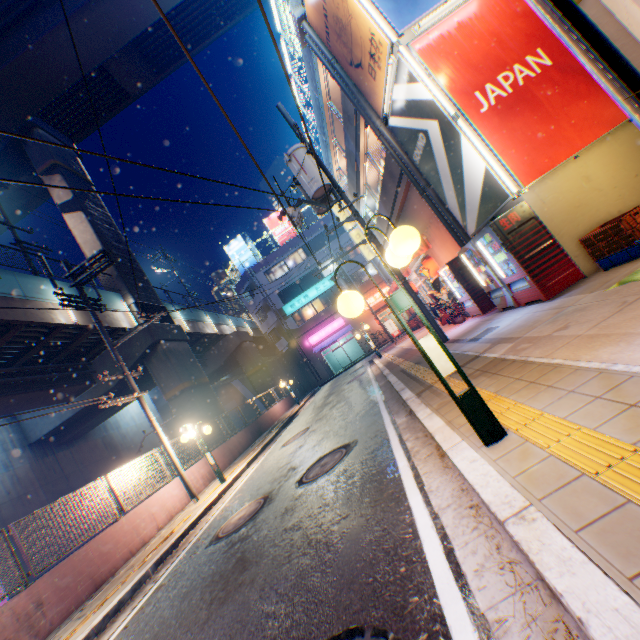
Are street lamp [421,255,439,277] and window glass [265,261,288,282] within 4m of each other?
no

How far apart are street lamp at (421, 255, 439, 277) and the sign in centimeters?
2286cm

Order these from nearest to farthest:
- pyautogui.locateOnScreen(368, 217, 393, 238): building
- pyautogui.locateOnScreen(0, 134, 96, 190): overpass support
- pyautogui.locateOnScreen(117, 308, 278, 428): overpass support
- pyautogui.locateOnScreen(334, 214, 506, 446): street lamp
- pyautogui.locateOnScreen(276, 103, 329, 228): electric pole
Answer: pyautogui.locateOnScreen(334, 214, 506, 446): street lamp
pyautogui.locateOnScreen(276, 103, 329, 228): electric pole
pyautogui.locateOnScreen(368, 217, 393, 238): building
pyautogui.locateOnScreen(117, 308, 278, 428): overpass support
pyautogui.locateOnScreen(0, 134, 96, 190): overpass support

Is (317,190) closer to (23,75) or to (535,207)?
(535,207)

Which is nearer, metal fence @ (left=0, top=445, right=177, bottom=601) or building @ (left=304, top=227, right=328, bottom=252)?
metal fence @ (left=0, top=445, right=177, bottom=601)

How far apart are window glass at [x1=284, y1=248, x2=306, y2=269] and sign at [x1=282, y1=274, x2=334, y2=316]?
3.0 meters

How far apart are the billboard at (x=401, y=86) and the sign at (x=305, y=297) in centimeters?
2590cm

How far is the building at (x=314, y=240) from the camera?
36.89m
